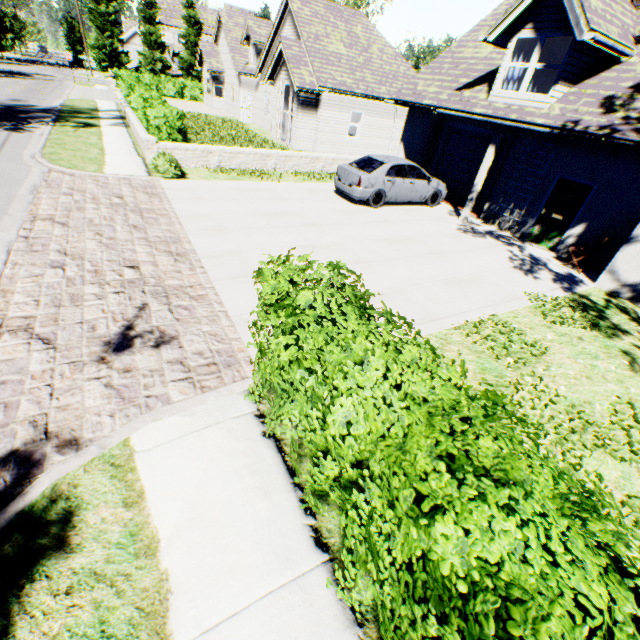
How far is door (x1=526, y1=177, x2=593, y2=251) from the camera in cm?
1012

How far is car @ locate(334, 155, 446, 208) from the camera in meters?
11.5 m

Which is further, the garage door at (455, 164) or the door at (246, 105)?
the door at (246, 105)

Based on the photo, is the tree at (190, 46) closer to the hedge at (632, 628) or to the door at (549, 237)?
the hedge at (632, 628)

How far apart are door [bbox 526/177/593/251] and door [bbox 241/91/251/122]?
25.5m

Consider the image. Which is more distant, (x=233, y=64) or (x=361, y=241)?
(x=233, y=64)

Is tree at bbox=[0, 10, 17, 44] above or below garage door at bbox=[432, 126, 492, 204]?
above

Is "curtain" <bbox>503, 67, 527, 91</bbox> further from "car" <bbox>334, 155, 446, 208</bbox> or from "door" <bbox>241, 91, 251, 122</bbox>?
"door" <bbox>241, 91, 251, 122</bbox>
